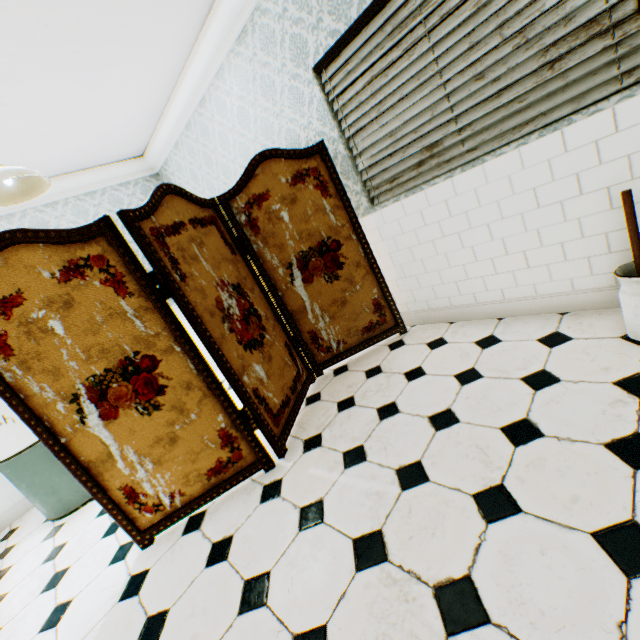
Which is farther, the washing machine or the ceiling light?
the washing machine

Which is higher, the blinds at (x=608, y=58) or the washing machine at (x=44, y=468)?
the blinds at (x=608, y=58)

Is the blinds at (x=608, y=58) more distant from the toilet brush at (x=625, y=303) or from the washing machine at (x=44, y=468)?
the washing machine at (x=44, y=468)

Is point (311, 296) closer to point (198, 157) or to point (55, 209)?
point (198, 157)

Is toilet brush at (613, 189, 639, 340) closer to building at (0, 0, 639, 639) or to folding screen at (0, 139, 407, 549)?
building at (0, 0, 639, 639)

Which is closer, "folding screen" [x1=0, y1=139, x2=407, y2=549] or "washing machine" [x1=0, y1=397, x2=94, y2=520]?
"folding screen" [x1=0, y1=139, x2=407, y2=549]

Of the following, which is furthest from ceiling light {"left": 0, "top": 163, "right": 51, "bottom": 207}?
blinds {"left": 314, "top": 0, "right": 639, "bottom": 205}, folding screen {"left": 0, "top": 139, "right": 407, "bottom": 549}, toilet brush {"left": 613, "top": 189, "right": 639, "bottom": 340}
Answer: toilet brush {"left": 613, "top": 189, "right": 639, "bottom": 340}

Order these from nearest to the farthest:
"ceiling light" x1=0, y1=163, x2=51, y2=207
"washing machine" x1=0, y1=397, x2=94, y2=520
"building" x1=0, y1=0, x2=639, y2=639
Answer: "building" x1=0, y1=0, x2=639, y2=639, "ceiling light" x1=0, y1=163, x2=51, y2=207, "washing machine" x1=0, y1=397, x2=94, y2=520
